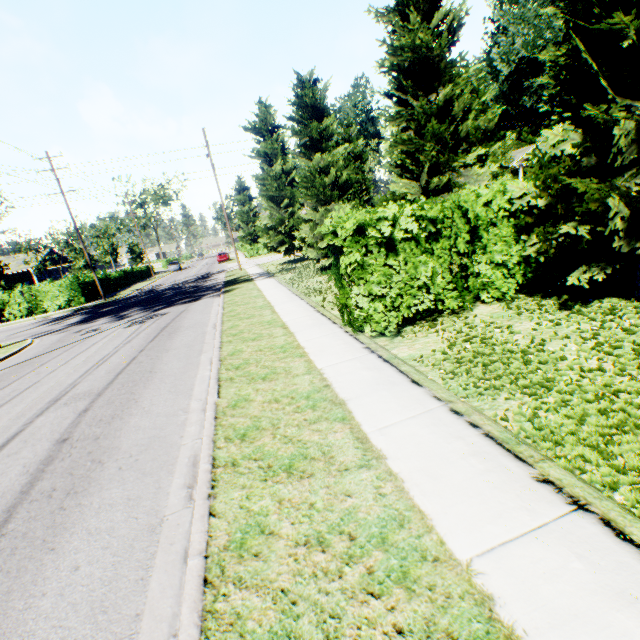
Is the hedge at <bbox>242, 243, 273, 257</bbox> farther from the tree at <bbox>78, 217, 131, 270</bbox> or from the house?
the tree at <bbox>78, 217, 131, 270</bbox>

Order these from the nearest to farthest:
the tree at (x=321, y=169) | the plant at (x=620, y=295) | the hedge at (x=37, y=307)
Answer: the plant at (x=620, y=295), the tree at (x=321, y=169), the hedge at (x=37, y=307)

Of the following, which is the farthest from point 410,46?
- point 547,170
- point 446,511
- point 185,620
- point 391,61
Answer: point 185,620

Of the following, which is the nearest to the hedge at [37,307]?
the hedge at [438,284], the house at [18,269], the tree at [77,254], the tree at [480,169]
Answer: the tree at [77,254]

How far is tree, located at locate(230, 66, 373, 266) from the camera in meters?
15.9 m

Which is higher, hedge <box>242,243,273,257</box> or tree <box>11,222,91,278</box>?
tree <box>11,222,91,278</box>

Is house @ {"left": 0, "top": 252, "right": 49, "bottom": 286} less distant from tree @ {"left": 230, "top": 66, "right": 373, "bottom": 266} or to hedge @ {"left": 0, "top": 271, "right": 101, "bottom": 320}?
hedge @ {"left": 0, "top": 271, "right": 101, "bottom": 320}

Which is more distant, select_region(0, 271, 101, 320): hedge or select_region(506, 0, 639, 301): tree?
select_region(0, 271, 101, 320): hedge
